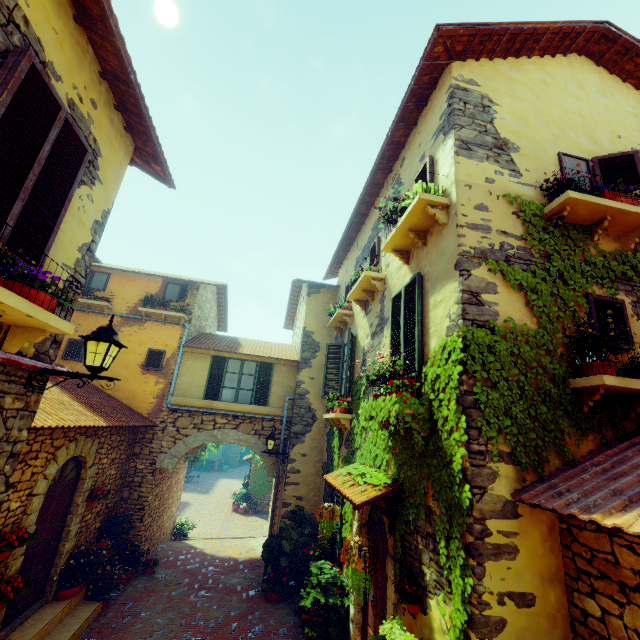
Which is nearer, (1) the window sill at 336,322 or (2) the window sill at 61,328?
(2) the window sill at 61,328

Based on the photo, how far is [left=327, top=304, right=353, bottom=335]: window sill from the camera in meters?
9.2 m

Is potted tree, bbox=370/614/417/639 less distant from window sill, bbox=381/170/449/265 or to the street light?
the street light

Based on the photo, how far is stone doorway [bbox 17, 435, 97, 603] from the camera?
5.6m

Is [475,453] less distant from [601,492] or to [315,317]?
[601,492]

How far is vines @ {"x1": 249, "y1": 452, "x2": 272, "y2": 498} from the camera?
20.2m

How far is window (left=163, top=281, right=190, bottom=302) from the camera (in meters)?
11.38

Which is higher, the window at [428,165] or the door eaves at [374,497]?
the window at [428,165]
